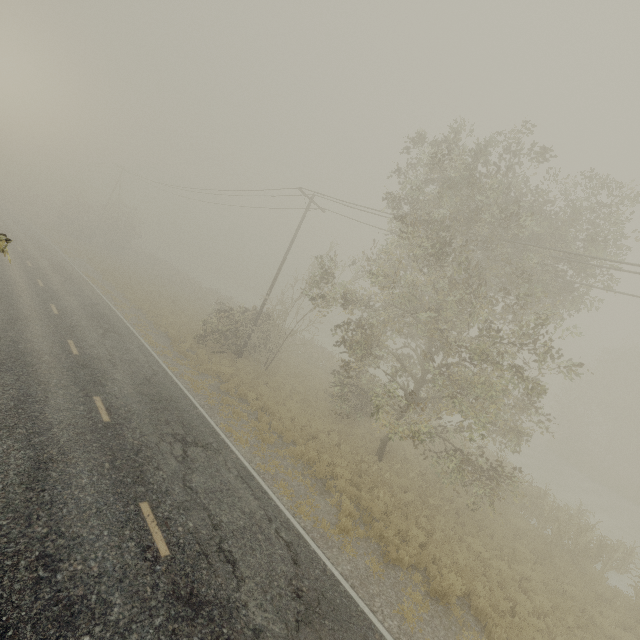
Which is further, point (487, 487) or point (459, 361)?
point (459, 361)

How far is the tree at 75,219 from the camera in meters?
43.5 m

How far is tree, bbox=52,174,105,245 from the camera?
43.53m
